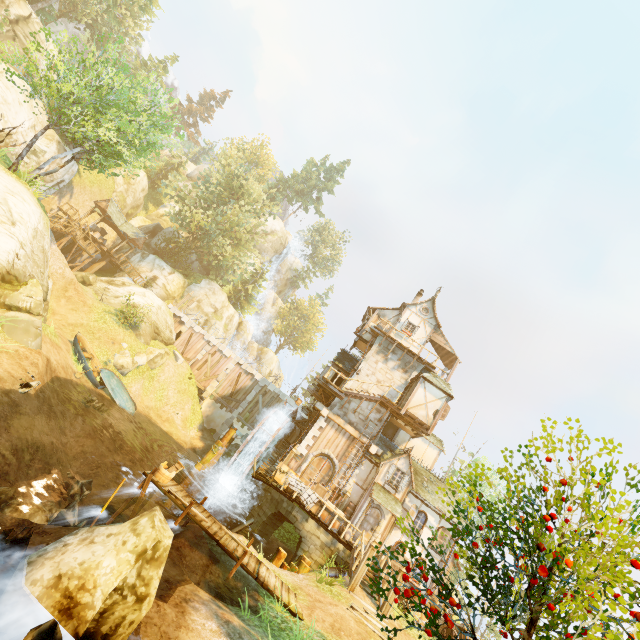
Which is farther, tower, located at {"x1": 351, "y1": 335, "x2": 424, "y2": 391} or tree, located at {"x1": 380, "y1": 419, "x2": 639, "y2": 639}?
tower, located at {"x1": 351, "y1": 335, "x2": 424, "y2": 391}

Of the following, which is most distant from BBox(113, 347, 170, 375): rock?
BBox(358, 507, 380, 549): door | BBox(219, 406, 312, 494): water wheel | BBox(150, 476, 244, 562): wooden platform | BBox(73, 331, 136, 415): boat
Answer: BBox(358, 507, 380, 549): door

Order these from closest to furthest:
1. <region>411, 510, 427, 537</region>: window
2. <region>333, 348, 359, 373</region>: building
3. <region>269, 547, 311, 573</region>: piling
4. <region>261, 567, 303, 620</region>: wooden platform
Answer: <region>261, 567, 303, 620</region>: wooden platform < <region>269, 547, 311, 573</region>: piling < <region>411, 510, 427, 537</region>: window < <region>333, 348, 359, 373</region>: building

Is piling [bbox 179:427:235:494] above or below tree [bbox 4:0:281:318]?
below

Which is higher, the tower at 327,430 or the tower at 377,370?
the tower at 377,370

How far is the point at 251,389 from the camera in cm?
3200

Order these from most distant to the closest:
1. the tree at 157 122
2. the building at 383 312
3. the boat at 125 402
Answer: the building at 383 312 < the boat at 125 402 < the tree at 157 122

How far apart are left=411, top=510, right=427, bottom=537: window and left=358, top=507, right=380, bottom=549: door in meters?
2.1
